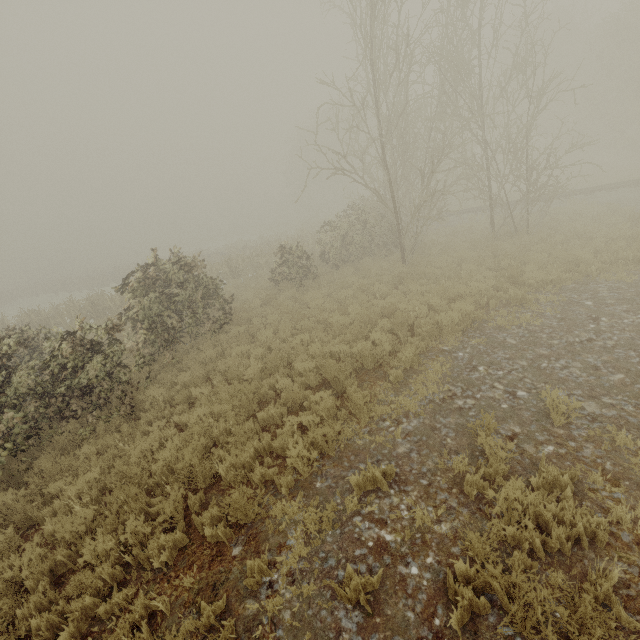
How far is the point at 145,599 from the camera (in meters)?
4.00
